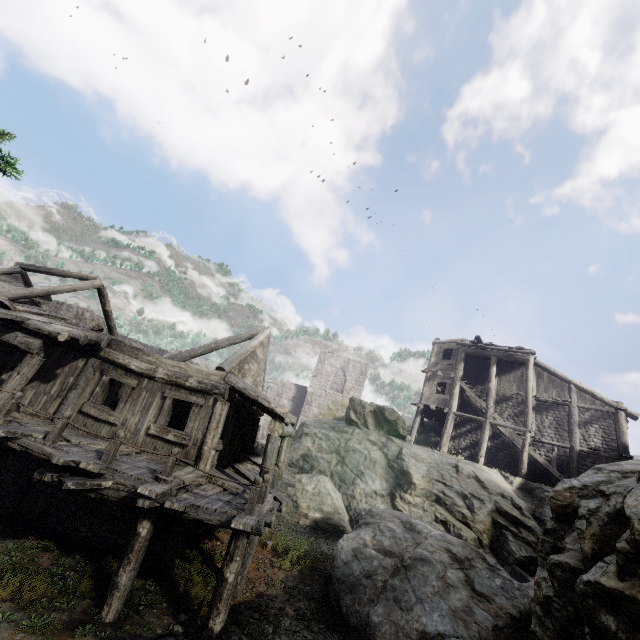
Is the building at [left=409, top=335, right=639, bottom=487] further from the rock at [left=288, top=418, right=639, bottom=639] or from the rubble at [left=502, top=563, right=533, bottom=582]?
the rubble at [left=502, top=563, right=533, bottom=582]

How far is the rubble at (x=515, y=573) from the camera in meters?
12.8 m

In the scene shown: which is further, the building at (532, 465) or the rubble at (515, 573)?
the building at (532, 465)

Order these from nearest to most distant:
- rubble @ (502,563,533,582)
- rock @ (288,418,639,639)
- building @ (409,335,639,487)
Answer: rock @ (288,418,639,639)
rubble @ (502,563,533,582)
building @ (409,335,639,487)

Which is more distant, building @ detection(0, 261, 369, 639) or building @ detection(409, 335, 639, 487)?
building @ detection(409, 335, 639, 487)

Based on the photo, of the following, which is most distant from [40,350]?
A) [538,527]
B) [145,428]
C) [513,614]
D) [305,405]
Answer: [305,405]

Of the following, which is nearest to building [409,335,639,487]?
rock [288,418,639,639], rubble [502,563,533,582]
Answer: rock [288,418,639,639]
